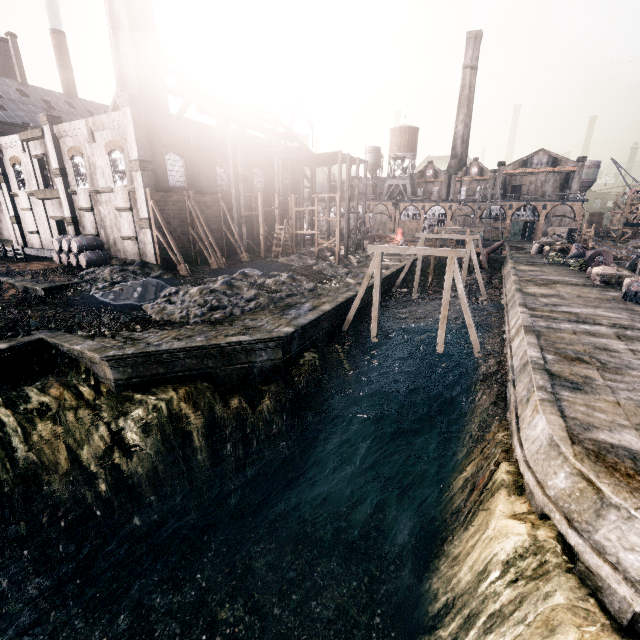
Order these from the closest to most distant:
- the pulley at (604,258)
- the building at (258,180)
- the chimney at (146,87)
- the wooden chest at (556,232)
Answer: the chimney at (146,87), the pulley at (604,258), the building at (258,180), the wooden chest at (556,232)

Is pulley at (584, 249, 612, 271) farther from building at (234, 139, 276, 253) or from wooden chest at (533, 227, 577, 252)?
building at (234, 139, 276, 253)

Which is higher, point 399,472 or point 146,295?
point 146,295

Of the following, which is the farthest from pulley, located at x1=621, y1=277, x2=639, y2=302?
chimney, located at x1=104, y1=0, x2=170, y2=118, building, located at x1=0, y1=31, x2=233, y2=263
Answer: building, located at x1=0, y1=31, x2=233, y2=263

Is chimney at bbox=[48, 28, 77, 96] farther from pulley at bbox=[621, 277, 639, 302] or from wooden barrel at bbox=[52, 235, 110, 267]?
pulley at bbox=[621, 277, 639, 302]

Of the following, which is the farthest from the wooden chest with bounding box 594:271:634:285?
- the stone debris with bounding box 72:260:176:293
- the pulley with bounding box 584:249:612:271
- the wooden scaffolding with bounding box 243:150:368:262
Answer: the stone debris with bounding box 72:260:176:293

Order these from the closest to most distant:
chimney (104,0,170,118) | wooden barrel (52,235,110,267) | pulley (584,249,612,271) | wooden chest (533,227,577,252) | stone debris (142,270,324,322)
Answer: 1. stone debris (142,270,324,322)
2. chimney (104,0,170,118)
3. wooden barrel (52,235,110,267)
4. pulley (584,249,612,271)
5. wooden chest (533,227,577,252)

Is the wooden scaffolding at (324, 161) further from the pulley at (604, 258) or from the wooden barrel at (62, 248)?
the pulley at (604, 258)
